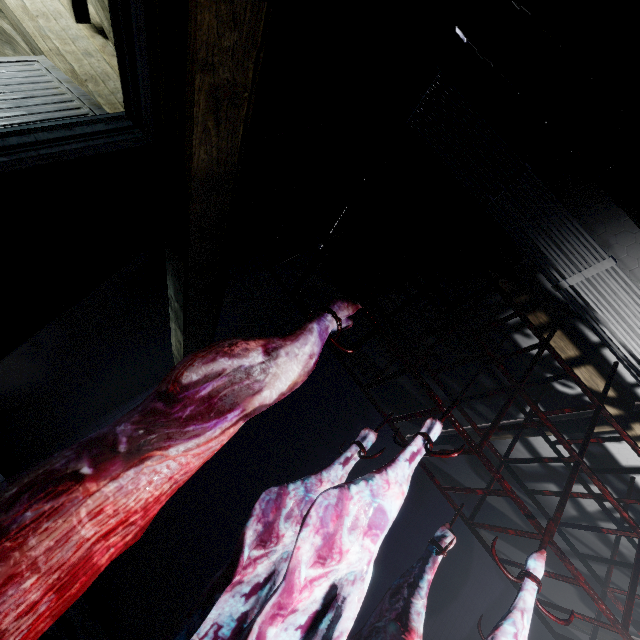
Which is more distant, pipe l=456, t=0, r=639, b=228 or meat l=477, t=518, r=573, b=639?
pipe l=456, t=0, r=639, b=228

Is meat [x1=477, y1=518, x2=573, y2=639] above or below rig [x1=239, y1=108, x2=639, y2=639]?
below

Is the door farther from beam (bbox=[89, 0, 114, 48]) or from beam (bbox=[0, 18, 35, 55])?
beam (bbox=[0, 18, 35, 55])

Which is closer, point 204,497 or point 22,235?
point 22,235

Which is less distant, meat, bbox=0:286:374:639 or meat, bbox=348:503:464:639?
meat, bbox=0:286:374:639

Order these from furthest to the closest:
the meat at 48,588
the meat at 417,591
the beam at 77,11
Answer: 1. the beam at 77,11
2. the meat at 417,591
3. the meat at 48,588

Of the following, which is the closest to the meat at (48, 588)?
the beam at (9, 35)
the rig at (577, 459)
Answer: the rig at (577, 459)

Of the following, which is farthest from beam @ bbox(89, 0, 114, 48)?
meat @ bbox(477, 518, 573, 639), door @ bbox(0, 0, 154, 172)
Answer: meat @ bbox(477, 518, 573, 639)
